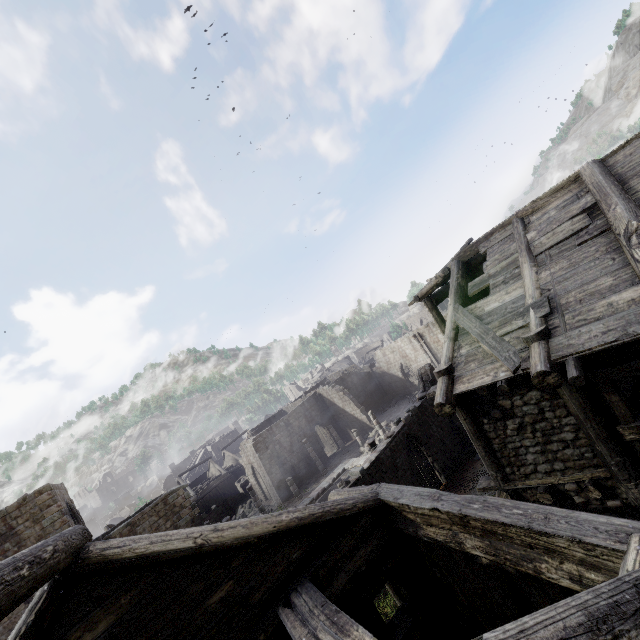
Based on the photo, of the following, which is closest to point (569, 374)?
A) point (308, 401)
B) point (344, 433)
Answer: point (308, 401)

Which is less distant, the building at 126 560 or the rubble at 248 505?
the building at 126 560

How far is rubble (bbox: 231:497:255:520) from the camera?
35.1 meters

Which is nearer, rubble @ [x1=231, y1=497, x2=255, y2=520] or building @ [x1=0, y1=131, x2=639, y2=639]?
building @ [x1=0, y1=131, x2=639, y2=639]

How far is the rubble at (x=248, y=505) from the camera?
35.1m

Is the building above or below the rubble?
above
